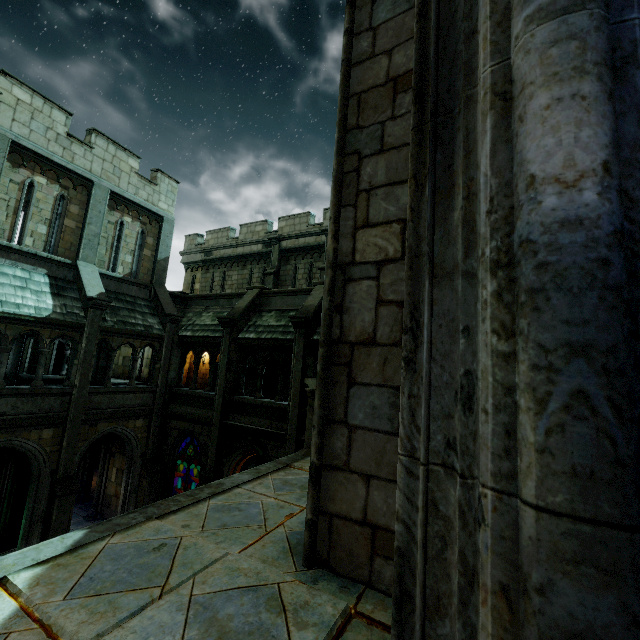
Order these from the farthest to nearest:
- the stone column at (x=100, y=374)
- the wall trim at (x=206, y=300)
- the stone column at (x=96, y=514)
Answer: the stone column at (x=100, y=374), the wall trim at (x=206, y=300), the stone column at (x=96, y=514)

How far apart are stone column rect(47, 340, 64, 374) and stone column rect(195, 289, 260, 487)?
12.29m

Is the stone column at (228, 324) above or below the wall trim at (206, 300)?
below

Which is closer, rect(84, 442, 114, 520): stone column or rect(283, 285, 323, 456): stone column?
rect(283, 285, 323, 456): stone column

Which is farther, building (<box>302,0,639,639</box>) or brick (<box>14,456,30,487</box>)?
brick (<box>14,456,30,487</box>)

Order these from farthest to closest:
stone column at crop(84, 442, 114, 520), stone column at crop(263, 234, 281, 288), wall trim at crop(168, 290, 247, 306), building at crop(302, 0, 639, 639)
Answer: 1. stone column at crop(263, 234, 281, 288)
2. wall trim at crop(168, 290, 247, 306)
3. stone column at crop(84, 442, 114, 520)
4. building at crop(302, 0, 639, 639)

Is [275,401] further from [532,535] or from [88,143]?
[88,143]

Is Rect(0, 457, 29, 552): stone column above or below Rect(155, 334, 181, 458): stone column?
below
